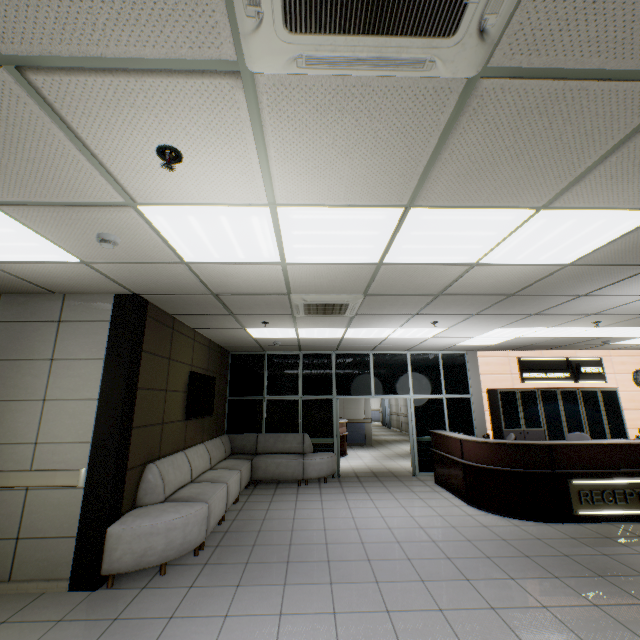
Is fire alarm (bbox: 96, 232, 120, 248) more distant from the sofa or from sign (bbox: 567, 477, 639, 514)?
sign (bbox: 567, 477, 639, 514)

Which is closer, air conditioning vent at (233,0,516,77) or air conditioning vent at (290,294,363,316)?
air conditioning vent at (233,0,516,77)

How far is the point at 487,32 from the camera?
1.2m

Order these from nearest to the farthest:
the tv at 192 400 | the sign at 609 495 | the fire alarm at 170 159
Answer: the fire alarm at 170 159 → the sign at 609 495 → the tv at 192 400

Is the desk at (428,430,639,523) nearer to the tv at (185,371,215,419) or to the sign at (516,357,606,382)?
the sign at (516,357,606,382)

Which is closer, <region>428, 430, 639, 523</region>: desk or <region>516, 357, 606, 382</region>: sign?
<region>428, 430, 639, 523</region>: desk

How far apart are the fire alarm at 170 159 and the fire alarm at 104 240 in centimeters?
122cm

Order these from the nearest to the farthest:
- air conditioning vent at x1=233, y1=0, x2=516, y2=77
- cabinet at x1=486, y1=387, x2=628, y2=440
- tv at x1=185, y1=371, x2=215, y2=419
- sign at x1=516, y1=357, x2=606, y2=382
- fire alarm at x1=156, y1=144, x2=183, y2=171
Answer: air conditioning vent at x1=233, y1=0, x2=516, y2=77, fire alarm at x1=156, y1=144, x2=183, y2=171, tv at x1=185, y1=371, x2=215, y2=419, cabinet at x1=486, y1=387, x2=628, y2=440, sign at x1=516, y1=357, x2=606, y2=382
